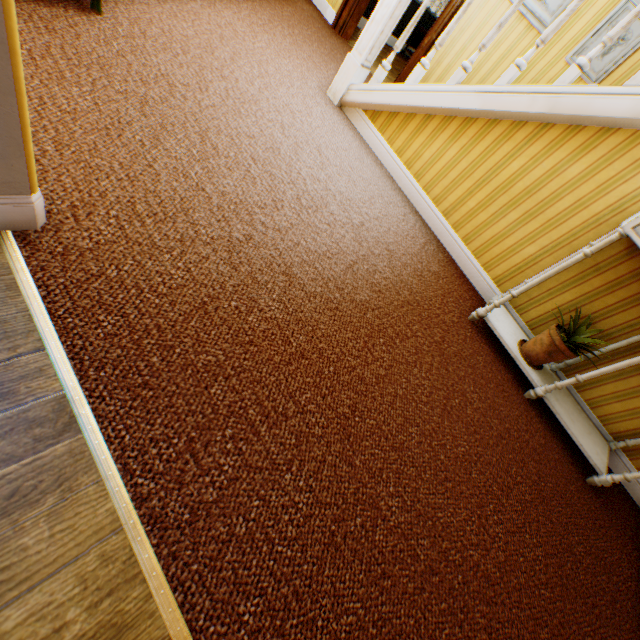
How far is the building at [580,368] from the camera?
2.7m

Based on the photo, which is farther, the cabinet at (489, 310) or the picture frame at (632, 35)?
the picture frame at (632, 35)

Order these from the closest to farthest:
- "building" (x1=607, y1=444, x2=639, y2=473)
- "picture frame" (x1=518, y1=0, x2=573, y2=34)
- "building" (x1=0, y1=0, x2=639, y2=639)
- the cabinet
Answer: "building" (x1=0, y1=0, x2=639, y2=639) < the cabinet < "building" (x1=607, y1=444, x2=639, y2=473) < "picture frame" (x1=518, y1=0, x2=573, y2=34)

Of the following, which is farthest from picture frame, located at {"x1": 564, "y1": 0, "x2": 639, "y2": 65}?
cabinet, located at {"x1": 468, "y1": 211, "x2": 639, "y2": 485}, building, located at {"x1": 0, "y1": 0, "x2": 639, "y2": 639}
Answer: cabinet, located at {"x1": 468, "y1": 211, "x2": 639, "y2": 485}

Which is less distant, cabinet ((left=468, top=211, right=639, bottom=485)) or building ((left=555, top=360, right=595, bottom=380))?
cabinet ((left=468, top=211, right=639, bottom=485))

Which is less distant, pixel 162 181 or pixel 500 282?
pixel 162 181

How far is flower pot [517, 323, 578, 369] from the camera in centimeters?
242cm

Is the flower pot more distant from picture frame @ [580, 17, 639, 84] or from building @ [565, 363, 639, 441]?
picture frame @ [580, 17, 639, 84]
